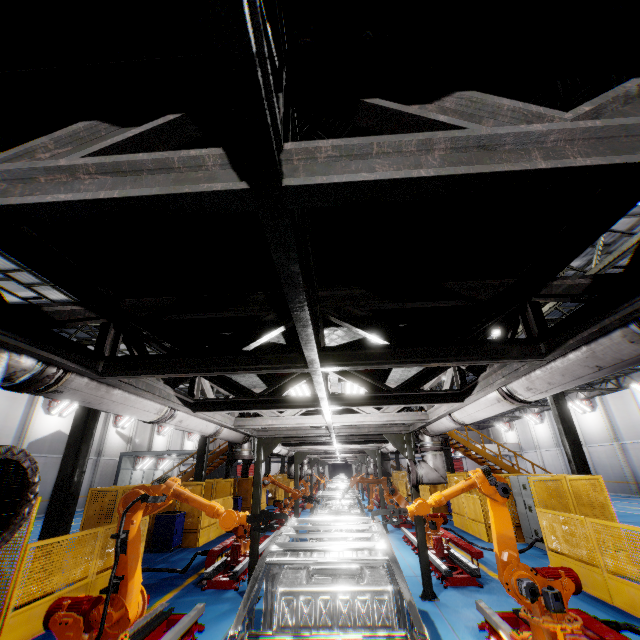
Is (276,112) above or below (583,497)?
above

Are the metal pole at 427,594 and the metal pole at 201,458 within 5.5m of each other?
no

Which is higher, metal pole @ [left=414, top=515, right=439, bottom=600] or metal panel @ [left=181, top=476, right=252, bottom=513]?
metal panel @ [left=181, top=476, right=252, bottom=513]

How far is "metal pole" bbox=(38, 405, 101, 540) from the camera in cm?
750

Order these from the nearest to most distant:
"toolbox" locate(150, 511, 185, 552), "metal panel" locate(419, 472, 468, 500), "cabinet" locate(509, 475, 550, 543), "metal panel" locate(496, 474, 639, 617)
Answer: Answer: "metal panel" locate(496, 474, 639, 617) < "cabinet" locate(509, 475, 550, 543) < "toolbox" locate(150, 511, 185, 552) < "metal panel" locate(419, 472, 468, 500)

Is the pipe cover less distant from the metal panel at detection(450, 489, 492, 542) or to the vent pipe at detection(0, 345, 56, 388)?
the vent pipe at detection(0, 345, 56, 388)

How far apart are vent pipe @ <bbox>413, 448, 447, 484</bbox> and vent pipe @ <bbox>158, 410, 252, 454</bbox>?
3.7 meters

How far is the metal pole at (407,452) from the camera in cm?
805
